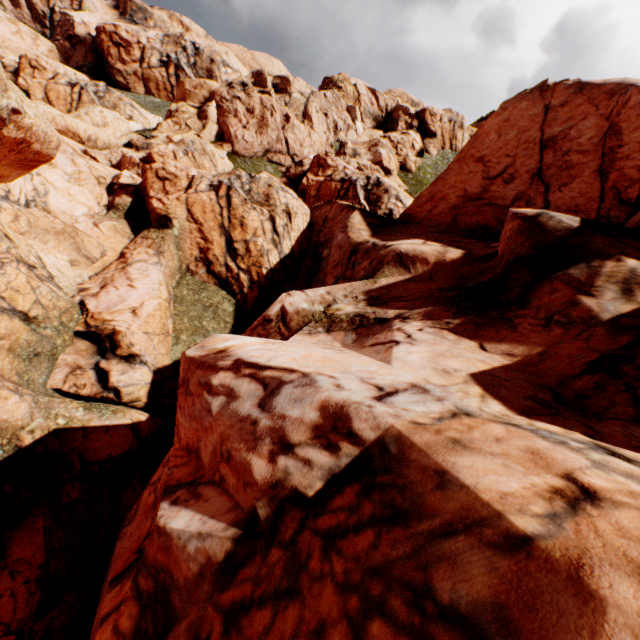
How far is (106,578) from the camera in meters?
7.5
